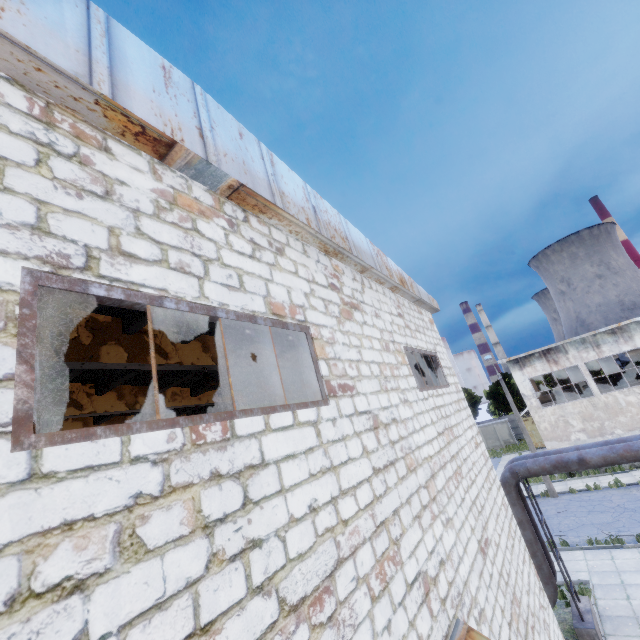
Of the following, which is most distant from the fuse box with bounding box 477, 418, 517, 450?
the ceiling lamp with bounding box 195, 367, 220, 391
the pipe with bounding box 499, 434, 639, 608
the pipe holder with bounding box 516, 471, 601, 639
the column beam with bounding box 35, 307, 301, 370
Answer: the ceiling lamp with bounding box 195, 367, 220, 391

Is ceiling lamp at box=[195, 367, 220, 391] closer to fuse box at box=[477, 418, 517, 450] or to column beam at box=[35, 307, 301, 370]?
column beam at box=[35, 307, 301, 370]

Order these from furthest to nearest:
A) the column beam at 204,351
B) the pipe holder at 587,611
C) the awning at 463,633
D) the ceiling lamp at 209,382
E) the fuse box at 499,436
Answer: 1. the fuse box at 499,436
2. the pipe holder at 587,611
3. the ceiling lamp at 209,382
4. the column beam at 204,351
5. the awning at 463,633

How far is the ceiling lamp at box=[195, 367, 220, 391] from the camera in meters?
8.1 m

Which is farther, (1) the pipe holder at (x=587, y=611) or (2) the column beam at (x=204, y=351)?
(1) the pipe holder at (x=587, y=611)

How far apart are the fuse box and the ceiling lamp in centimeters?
4735cm

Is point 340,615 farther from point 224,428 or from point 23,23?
point 23,23

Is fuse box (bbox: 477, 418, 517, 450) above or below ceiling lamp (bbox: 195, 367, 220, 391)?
below
